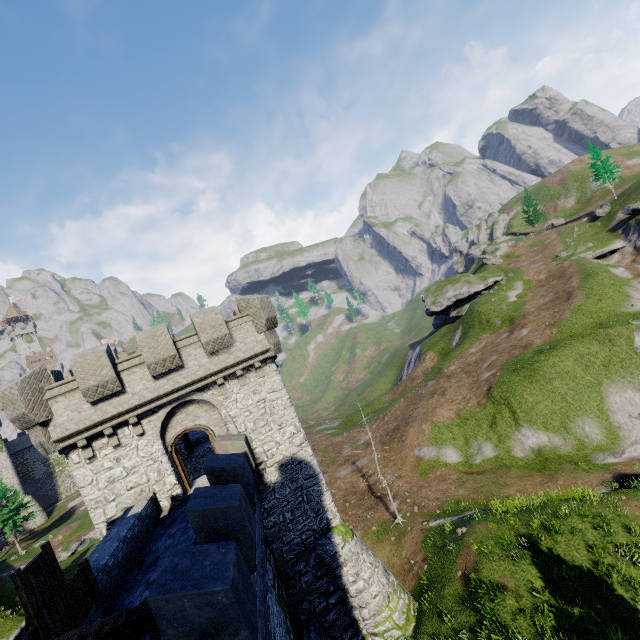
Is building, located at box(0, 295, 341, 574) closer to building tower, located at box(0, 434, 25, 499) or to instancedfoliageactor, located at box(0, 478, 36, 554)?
instancedfoliageactor, located at box(0, 478, 36, 554)

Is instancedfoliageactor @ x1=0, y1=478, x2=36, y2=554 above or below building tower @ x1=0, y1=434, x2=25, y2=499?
below

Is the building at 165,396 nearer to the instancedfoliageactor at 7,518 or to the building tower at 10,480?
the instancedfoliageactor at 7,518

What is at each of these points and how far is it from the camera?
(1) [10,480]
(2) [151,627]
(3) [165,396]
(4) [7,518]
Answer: (1) building tower, 58.1m
(2) stairs, 6.4m
(3) building, 14.8m
(4) instancedfoliageactor, 47.3m

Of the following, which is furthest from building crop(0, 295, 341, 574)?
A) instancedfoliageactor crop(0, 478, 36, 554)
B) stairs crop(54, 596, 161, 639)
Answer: instancedfoliageactor crop(0, 478, 36, 554)

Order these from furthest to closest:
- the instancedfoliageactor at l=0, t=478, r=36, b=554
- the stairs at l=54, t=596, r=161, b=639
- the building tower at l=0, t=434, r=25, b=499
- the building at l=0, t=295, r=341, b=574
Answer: the building tower at l=0, t=434, r=25, b=499
the instancedfoliageactor at l=0, t=478, r=36, b=554
the building at l=0, t=295, r=341, b=574
the stairs at l=54, t=596, r=161, b=639

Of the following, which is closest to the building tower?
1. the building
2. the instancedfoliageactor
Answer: the instancedfoliageactor
